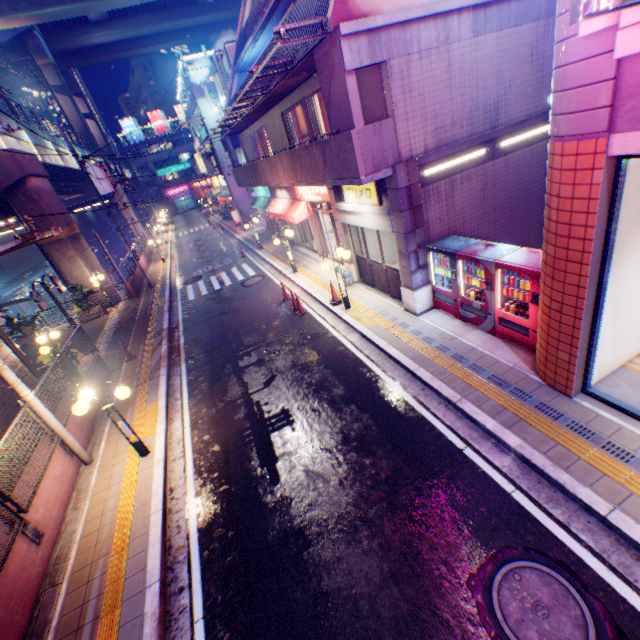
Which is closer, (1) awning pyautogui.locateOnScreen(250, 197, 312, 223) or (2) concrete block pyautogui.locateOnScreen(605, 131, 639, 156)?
(2) concrete block pyautogui.locateOnScreen(605, 131, 639, 156)

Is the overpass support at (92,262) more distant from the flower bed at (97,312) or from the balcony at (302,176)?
the balcony at (302,176)

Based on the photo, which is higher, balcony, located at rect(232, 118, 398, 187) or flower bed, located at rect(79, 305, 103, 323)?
balcony, located at rect(232, 118, 398, 187)

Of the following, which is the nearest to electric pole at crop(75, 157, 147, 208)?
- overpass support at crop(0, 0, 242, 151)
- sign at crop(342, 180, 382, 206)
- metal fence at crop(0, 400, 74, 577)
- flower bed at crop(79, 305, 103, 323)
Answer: metal fence at crop(0, 400, 74, 577)

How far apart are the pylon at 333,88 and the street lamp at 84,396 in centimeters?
786cm

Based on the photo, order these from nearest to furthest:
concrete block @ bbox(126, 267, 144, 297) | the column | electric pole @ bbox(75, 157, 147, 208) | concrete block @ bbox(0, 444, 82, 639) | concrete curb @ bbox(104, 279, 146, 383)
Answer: concrete block @ bbox(0, 444, 82, 639)
the column
concrete curb @ bbox(104, 279, 146, 383)
electric pole @ bbox(75, 157, 147, 208)
concrete block @ bbox(126, 267, 144, 297)

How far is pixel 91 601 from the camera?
5.28m

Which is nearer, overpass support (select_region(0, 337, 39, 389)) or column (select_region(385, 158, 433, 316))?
column (select_region(385, 158, 433, 316))
